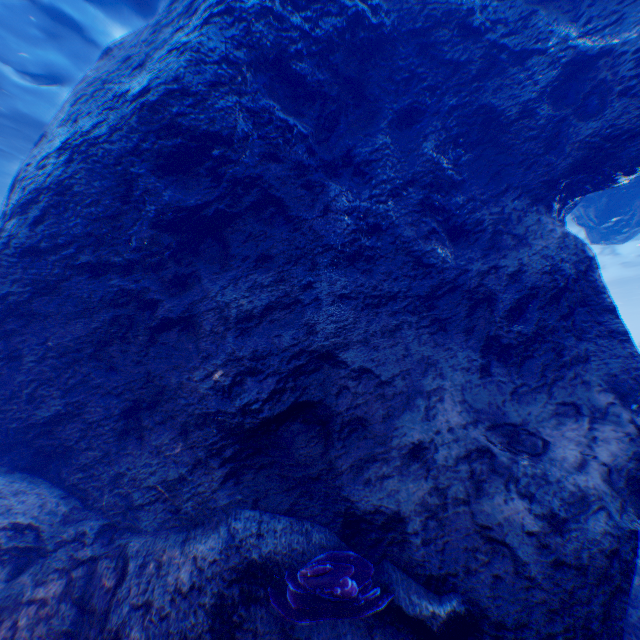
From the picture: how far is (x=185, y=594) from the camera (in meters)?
2.92

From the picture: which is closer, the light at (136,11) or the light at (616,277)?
the light at (136,11)

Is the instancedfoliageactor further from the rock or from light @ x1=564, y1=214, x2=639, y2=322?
light @ x1=564, y1=214, x2=639, y2=322

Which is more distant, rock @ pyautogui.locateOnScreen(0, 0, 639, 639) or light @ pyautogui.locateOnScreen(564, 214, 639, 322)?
light @ pyautogui.locateOnScreen(564, 214, 639, 322)

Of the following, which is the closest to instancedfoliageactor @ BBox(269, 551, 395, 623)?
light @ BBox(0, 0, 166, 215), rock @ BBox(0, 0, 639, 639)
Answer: rock @ BBox(0, 0, 639, 639)

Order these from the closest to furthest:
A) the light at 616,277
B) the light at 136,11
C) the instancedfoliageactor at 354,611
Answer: the instancedfoliageactor at 354,611 < the light at 136,11 < the light at 616,277
